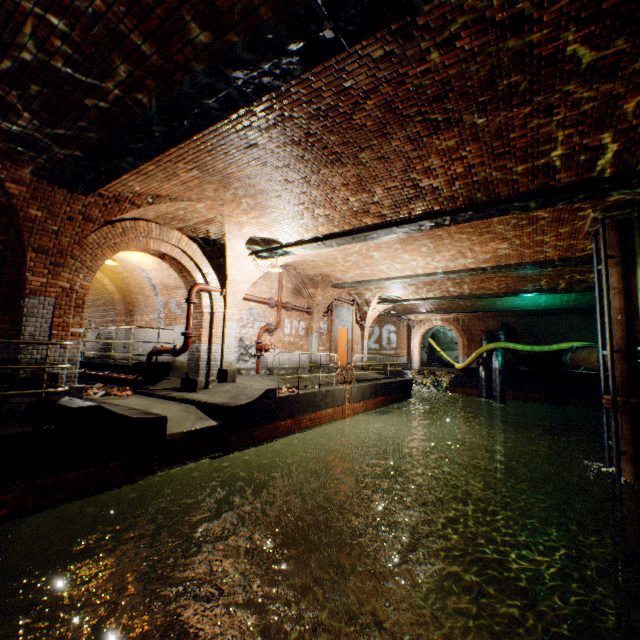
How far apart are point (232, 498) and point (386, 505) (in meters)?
7.82

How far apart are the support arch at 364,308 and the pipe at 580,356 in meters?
8.6 m

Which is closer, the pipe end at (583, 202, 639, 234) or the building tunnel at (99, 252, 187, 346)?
the pipe end at (583, 202, 639, 234)

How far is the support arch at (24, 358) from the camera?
6.31m

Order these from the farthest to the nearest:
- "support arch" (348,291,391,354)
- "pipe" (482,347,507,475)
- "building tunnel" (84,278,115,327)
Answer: "pipe" (482,347,507,475)
"support arch" (348,291,391,354)
"building tunnel" (84,278,115,327)

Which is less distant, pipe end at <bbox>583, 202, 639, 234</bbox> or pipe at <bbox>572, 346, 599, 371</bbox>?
pipe end at <bbox>583, 202, 639, 234</bbox>

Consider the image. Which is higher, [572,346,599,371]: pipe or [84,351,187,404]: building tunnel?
[572,346,599,371]: pipe

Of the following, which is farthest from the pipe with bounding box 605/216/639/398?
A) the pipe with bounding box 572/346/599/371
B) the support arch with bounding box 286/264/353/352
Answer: the support arch with bounding box 286/264/353/352
